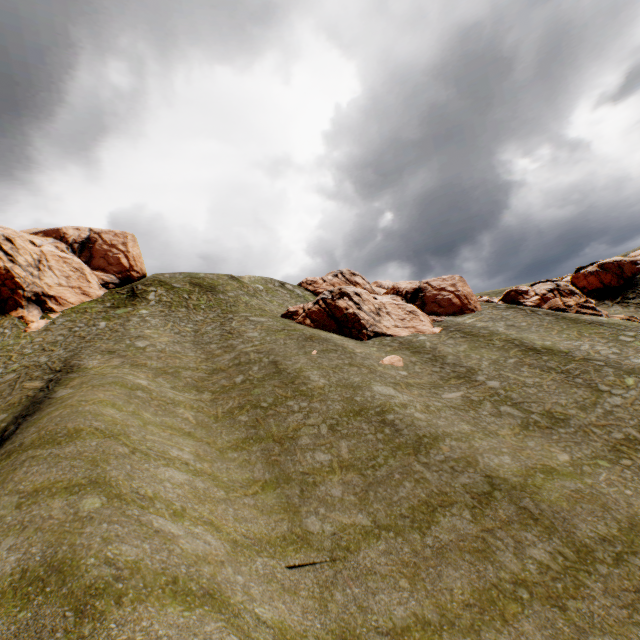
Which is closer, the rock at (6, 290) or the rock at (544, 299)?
the rock at (6, 290)

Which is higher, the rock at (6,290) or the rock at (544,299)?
the rock at (6,290)

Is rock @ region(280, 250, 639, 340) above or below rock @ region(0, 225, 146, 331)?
below

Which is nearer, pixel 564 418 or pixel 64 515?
pixel 64 515

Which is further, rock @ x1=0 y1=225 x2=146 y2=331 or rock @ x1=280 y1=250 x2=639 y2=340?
rock @ x1=280 y1=250 x2=639 y2=340
